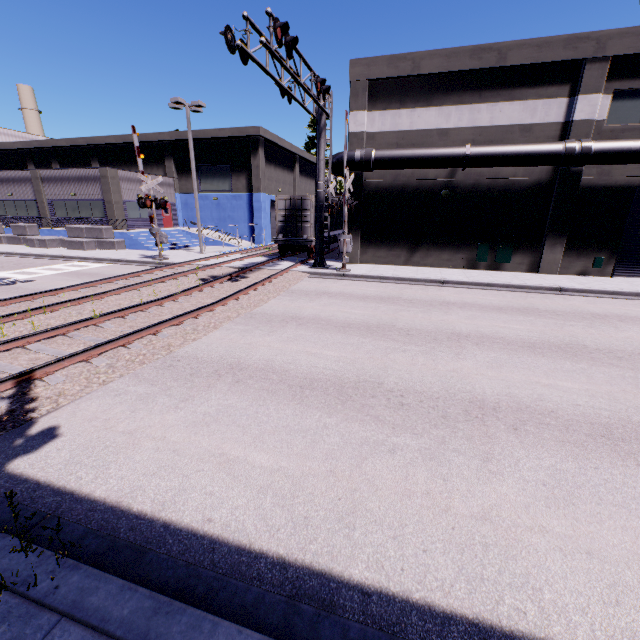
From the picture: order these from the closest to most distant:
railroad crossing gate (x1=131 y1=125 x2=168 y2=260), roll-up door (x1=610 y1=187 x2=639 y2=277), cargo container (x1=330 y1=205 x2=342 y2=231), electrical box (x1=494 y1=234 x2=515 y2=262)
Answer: roll-up door (x1=610 y1=187 x2=639 y2=277), electrical box (x1=494 y1=234 x2=515 y2=262), railroad crossing gate (x1=131 y1=125 x2=168 y2=260), cargo container (x1=330 y1=205 x2=342 y2=231)

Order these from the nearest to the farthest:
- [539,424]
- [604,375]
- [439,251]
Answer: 1. [539,424]
2. [604,375]
3. [439,251]

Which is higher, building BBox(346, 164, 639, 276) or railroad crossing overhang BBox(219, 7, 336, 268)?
railroad crossing overhang BBox(219, 7, 336, 268)

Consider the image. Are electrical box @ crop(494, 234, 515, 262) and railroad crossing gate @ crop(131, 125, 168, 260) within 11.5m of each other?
no

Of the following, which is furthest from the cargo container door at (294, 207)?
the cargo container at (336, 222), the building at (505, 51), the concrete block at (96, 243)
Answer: the concrete block at (96, 243)

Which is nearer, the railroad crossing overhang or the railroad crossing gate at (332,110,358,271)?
the railroad crossing overhang

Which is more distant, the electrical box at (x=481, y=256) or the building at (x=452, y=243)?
the electrical box at (x=481, y=256)

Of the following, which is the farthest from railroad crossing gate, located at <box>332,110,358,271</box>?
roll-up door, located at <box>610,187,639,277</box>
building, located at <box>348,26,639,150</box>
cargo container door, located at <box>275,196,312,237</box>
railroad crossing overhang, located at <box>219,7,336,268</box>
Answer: roll-up door, located at <box>610,187,639,277</box>
